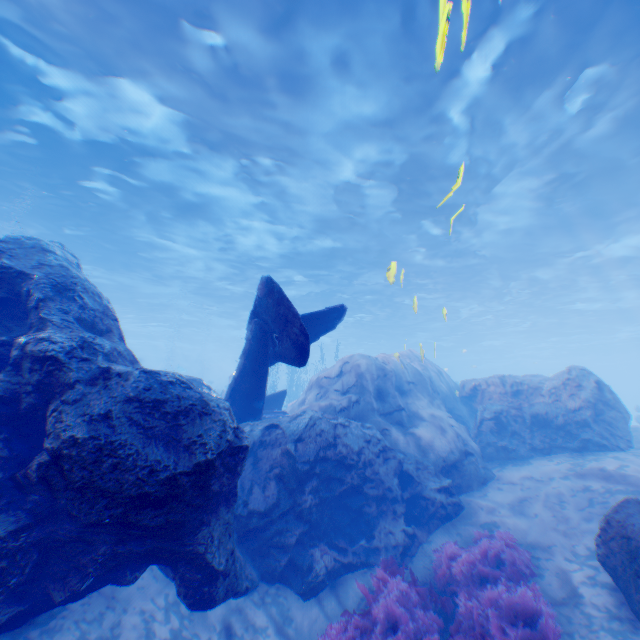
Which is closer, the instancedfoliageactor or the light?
the instancedfoliageactor

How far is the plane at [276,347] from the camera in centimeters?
624cm

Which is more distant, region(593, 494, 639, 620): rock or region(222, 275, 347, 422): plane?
region(222, 275, 347, 422): plane

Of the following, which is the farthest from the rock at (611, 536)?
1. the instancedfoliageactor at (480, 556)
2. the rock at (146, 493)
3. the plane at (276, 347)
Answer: the plane at (276, 347)

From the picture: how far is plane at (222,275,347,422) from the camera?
6.2 meters

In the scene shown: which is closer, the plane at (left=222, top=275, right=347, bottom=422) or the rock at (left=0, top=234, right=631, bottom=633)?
the rock at (left=0, top=234, right=631, bottom=633)

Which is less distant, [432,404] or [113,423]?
[113,423]

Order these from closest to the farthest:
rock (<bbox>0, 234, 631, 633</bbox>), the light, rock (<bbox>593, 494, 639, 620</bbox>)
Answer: rock (<bbox>0, 234, 631, 633</bbox>) → rock (<bbox>593, 494, 639, 620</bbox>) → the light
